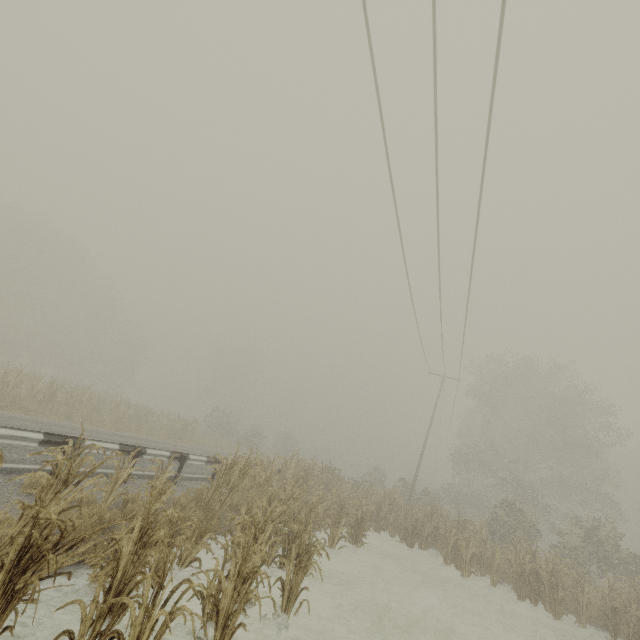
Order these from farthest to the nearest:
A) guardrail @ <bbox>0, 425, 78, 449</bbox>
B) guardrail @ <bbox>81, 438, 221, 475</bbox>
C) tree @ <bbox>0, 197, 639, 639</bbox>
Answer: guardrail @ <bbox>81, 438, 221, 475</bbox>
guardrail @ <bbox>0, 425, 78, 449</bbox>
tree @ <bbox>0, 197, 639, 639</bbox>

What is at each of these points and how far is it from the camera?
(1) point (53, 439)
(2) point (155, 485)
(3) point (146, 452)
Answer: (1) guardrail, 7.3m
(2) tree, 5.9m
(3) guardrail, 9.6m

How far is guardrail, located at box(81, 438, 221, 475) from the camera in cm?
851

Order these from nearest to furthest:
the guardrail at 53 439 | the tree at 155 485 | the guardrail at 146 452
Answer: the tree at 155 485 < the guardrail at 53 439 < the guardrail at 146 452

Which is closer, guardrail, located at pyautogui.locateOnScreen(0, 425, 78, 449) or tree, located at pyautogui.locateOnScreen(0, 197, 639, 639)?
tree, located at pyautogui.locateOnScreen(0, 197, 639, 639)

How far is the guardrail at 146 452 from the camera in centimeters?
851cm

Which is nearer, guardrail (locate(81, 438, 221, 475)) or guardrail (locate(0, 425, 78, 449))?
guardrail (locate(0, 425, 78, 449))
